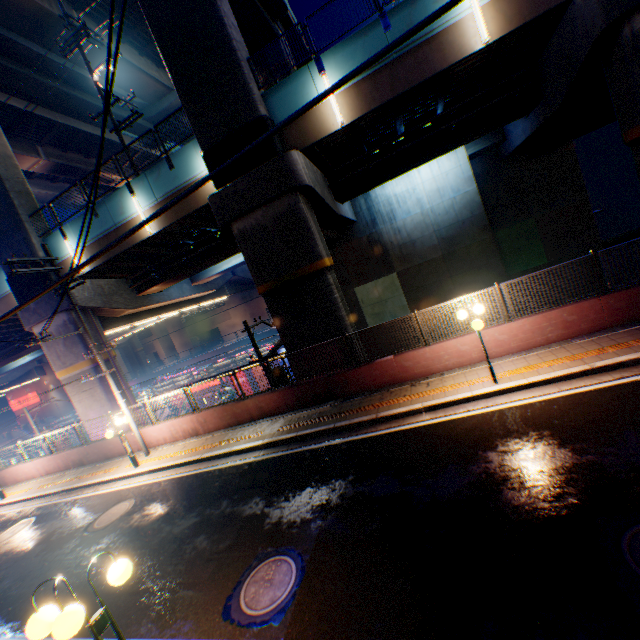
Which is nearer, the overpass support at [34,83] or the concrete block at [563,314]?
the concrete block at [563,314]

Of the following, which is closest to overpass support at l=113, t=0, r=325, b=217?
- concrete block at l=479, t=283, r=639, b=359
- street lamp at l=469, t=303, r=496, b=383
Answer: concrete block at l=479, t=283, r=639, b=359

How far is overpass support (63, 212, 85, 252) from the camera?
16.1 meters

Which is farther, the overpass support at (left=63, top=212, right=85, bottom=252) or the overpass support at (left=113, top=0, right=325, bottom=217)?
the overpass support at (left=63, top=212, right=85, bottom=252)

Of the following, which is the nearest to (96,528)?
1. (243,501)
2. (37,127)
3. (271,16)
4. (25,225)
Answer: (243,501)

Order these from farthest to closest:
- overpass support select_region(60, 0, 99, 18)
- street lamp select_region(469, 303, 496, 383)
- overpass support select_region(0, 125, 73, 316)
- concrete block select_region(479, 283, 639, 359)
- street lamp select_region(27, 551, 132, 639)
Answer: overpass support select_region(60, 0, 99, 18), overpass support select_region(0, 125, 73, 316), concrete block select_region(479, 283, 639, 359), street lamp select_region(469, 303, 496, 383), street lamp select_region(27, 551, 132, 639)

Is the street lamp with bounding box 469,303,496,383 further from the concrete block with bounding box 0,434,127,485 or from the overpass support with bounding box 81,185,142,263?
the overpass support with bounding box 81,185,142,263

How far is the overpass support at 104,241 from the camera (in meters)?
15.17
